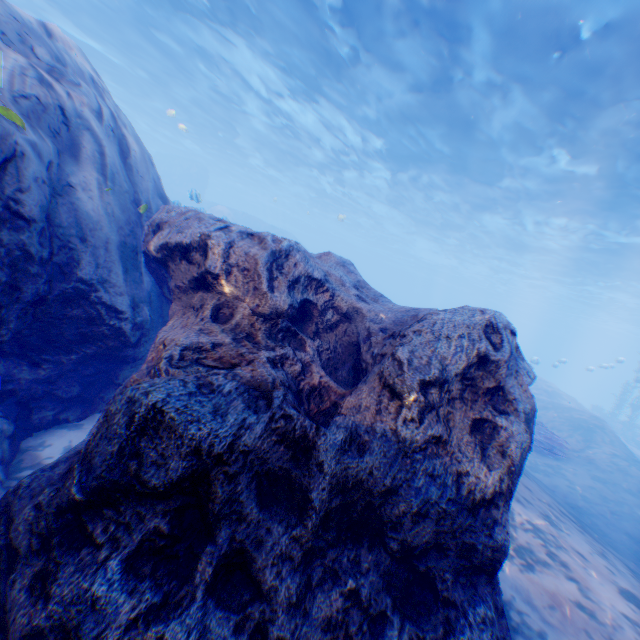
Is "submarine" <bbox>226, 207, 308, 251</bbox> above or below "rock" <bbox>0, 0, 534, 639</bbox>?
above

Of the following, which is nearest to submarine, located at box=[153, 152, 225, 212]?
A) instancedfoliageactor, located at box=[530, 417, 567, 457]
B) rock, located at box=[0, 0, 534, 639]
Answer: rock, located at box=[0, 0, 534, 639]

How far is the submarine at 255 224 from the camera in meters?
38.8

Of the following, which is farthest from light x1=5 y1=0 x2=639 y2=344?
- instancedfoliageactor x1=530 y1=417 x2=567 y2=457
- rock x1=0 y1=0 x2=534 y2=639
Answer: instancedfoliageactor x1=530 y1=417 x2=567 y2=457

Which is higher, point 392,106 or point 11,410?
point 392,106

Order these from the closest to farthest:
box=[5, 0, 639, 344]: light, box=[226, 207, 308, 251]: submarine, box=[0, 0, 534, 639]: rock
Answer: box=[0, 0, 534, 639]: rock → box=[5, 0, 639, 344]: light → box=[226, 207, 308, 251]: submarine

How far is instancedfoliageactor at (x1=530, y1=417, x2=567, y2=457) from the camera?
11.3 meters

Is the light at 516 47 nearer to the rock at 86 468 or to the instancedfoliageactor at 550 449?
the rock at 86 468
